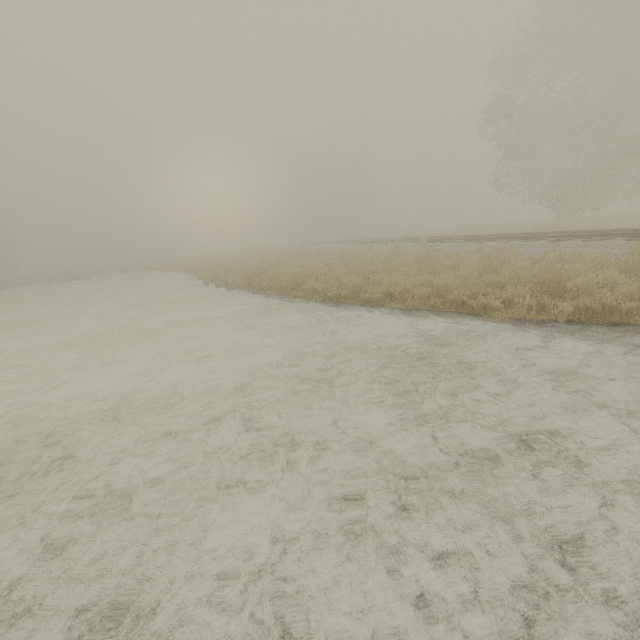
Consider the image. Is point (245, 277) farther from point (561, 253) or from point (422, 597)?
point (422, 597)
